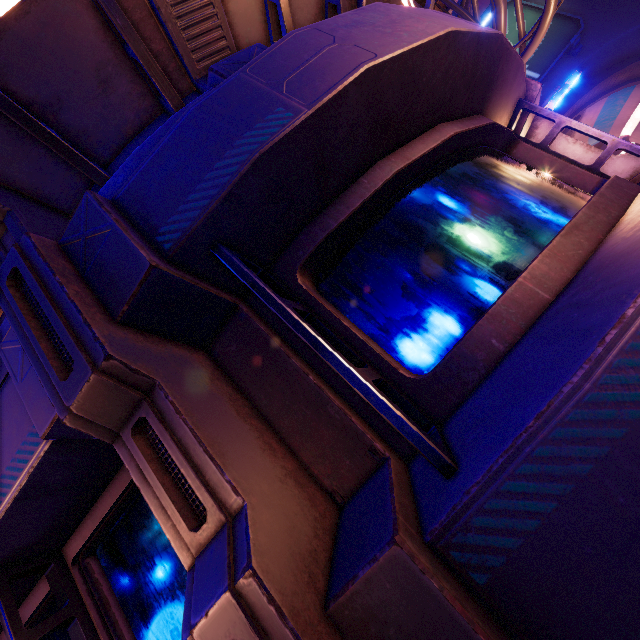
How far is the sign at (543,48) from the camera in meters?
19.7

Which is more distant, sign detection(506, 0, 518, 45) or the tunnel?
the tunnel

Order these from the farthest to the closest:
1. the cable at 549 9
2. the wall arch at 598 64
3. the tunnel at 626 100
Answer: the tunnel at 626 100 → the wall arch at 598 64 → the cable at 549 9

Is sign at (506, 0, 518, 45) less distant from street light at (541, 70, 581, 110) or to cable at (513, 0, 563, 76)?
cable at (513, 0, 563, 76)

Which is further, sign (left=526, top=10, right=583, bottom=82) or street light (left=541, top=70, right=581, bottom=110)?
sign (left=526, top=10, right=583, bottom=82)

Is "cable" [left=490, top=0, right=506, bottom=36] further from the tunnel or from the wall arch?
the tunnel

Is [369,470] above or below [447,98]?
below
